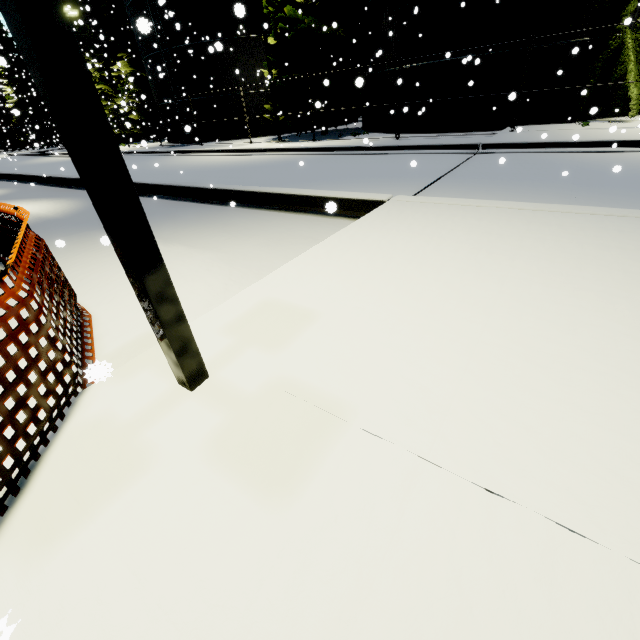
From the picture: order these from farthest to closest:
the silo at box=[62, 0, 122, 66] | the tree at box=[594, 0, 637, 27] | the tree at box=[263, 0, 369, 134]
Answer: the silo at box=[62, 0, 122, 66] < the tree at box=[263, 0, 369, 134] < the tree at box=[594, 0, 637, 27]

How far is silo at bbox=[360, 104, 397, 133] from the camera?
18.0m

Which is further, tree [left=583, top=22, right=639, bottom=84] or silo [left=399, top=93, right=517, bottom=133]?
silo [left=399, top=93, right=517, bottom=133]

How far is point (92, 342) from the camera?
3.31m

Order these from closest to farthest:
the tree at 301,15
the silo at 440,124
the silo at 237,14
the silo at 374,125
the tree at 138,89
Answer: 1. the silo at 440,124
2. the tree at 301,15
3. the silo at 374,125
4. the silo at 237,14
5. the tree at 138,89

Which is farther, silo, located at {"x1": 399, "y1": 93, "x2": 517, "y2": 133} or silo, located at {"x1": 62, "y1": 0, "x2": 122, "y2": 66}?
silo, located at {"x1": 62, "y1": 0, "x2": 122, "y2": 66}

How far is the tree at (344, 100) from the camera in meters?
18.3 m
